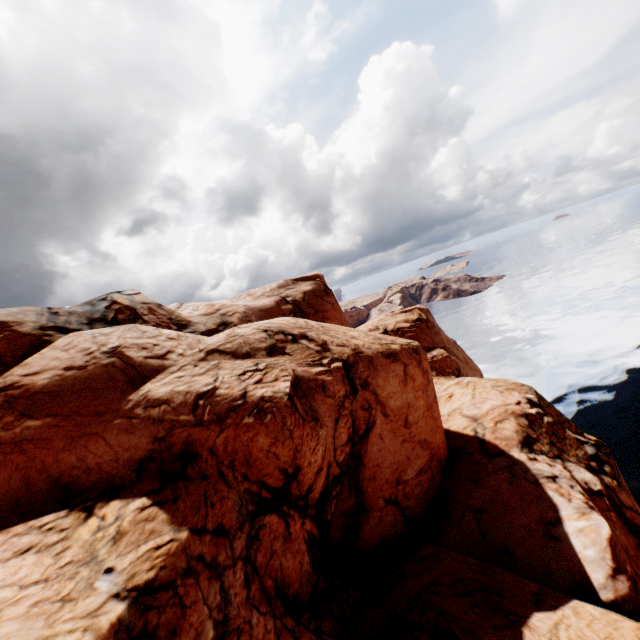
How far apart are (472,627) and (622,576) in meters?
7.2
